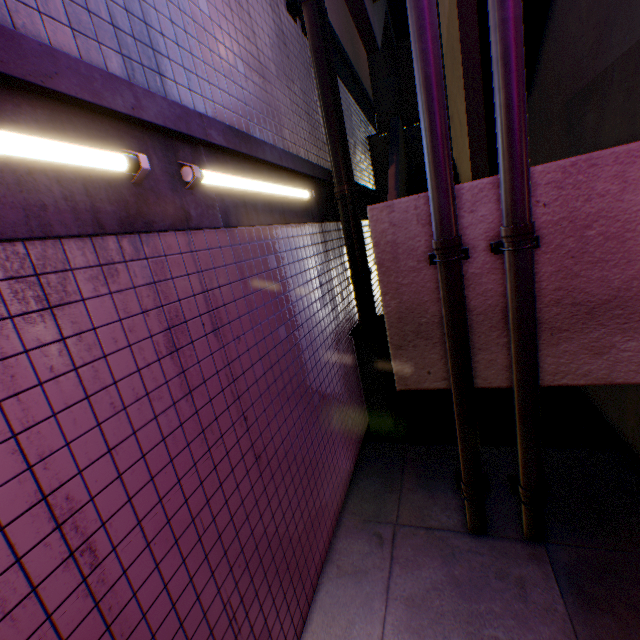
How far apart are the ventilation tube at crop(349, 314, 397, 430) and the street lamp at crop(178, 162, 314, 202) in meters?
2.2

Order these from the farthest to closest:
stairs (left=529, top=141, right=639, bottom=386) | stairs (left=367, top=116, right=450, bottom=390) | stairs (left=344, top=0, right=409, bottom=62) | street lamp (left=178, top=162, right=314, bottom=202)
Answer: stairs (left=344, top=0, right=409, bottom=62) < stairs (left=367, top=116, right=450, bottom=390) < stairs (left=529, top=141, right=639, bottom=386) < street lamp (left=178, top=162, right=314, bottom=202)

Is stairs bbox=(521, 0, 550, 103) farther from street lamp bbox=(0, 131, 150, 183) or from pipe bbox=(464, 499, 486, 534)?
street lamp bbox=(0, 131, 150, 183)

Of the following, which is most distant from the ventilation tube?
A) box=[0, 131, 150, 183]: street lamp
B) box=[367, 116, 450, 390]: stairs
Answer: box=[0, 131, 150, 183]: street lamp

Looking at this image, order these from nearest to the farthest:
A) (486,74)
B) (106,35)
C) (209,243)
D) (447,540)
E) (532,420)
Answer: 1. (106,35)
2. (209,243)
3. (532,420)
4. (447,540)
5. (486,74)

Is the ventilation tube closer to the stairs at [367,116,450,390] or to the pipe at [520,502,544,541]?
the stairs at [367,116,450,390]

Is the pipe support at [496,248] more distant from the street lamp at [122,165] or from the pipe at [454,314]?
the street lamp at [122,165]

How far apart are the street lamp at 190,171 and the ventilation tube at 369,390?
2.2 meters
